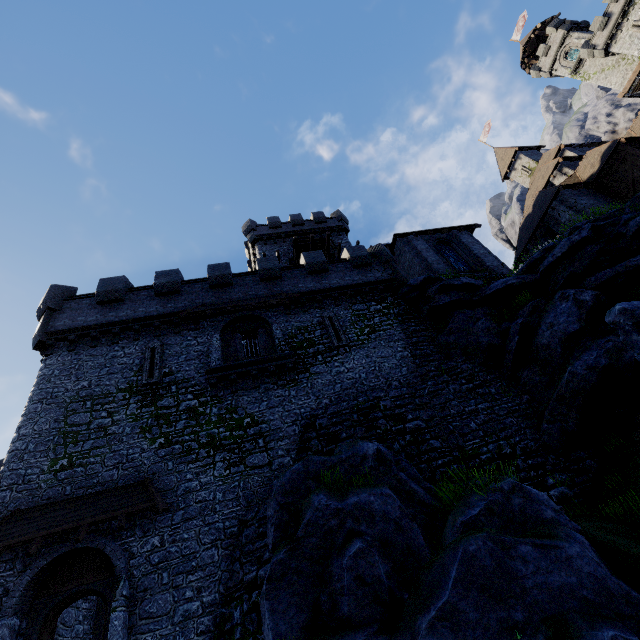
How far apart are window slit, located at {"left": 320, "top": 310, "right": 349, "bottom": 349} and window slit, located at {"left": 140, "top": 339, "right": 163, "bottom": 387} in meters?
8.3

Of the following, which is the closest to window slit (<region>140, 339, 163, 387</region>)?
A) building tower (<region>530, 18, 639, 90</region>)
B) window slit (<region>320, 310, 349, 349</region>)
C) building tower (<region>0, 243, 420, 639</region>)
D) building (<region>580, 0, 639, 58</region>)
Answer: building tower (<region>0, 243, 420, 639</region>)

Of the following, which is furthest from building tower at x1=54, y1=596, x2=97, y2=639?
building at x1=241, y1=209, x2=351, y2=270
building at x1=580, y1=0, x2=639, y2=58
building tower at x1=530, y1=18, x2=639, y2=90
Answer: building tower at x1=530, y1=18, x2=639, y2=90

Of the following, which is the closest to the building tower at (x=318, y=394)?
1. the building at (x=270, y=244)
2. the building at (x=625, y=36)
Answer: the building at (x=270, y=244)

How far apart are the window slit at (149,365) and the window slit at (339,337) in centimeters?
829cm

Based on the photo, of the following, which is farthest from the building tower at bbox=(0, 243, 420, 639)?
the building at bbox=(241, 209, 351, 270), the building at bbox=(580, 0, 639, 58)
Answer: the building at bbox=(580, 0, 639, 58)

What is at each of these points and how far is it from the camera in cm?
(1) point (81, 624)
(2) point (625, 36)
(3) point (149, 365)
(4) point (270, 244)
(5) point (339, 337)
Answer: (1) building tower, 1255
(2) building, 3897
(3) window slit, 1544
(4) building, 3309
(5) window slit, 1711

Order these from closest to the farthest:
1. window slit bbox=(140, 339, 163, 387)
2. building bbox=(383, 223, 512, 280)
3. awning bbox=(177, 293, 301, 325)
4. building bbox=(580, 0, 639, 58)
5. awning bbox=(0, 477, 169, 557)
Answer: awning bbox=(0, 477, 169, 557) → window slit bbox=(140, 339, 163, 387) → awning bbox=(177, 293, 301, 325) → building bbox=(383, 223, 512, 280) → building bbox=(580, 0, 639, 58)
